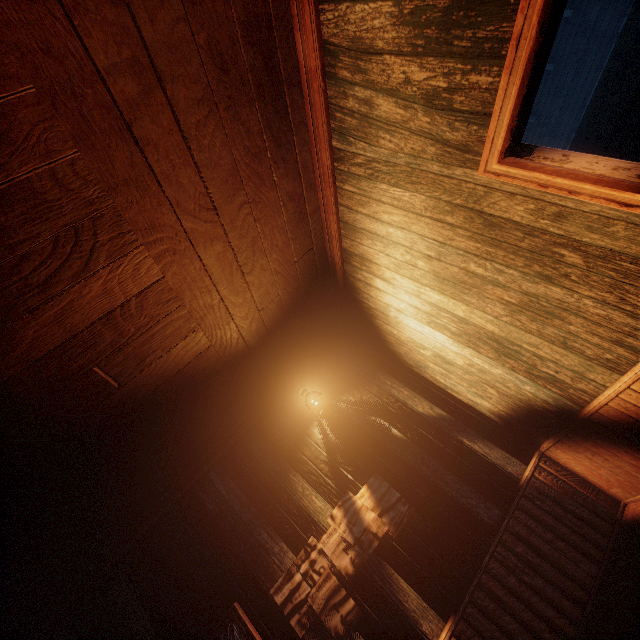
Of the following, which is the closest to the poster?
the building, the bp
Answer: the building

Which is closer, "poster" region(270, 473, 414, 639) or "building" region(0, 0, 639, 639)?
"building" region(0, 0, 639, 639)

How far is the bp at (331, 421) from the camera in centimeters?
420cm

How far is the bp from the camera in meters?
4.2 m

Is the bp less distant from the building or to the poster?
the building

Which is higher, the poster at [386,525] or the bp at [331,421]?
the bp at [331,421]

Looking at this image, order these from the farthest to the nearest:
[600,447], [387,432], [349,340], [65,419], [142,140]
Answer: [349,340] < [387,432] < [600,447] < [65,419] < [142,140]
